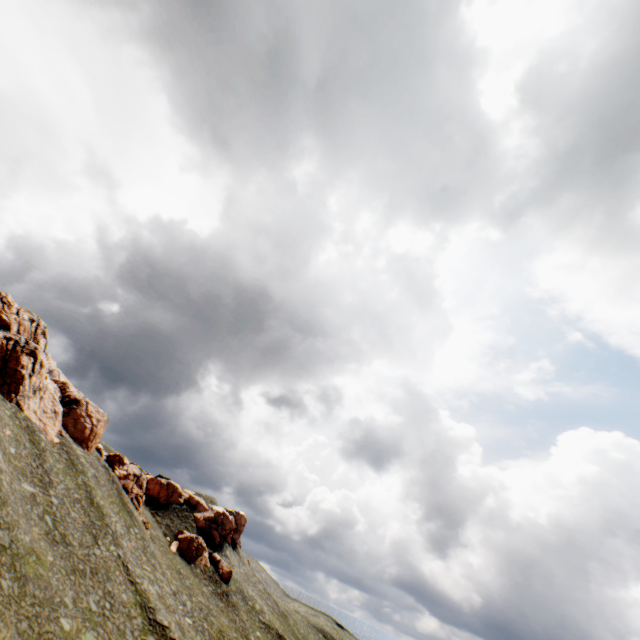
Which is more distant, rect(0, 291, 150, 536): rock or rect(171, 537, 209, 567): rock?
rect(171, 537, 209, 567): rock

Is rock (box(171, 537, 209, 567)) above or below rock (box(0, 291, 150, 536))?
below

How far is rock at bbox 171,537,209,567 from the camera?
57.7m

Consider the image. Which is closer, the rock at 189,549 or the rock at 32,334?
the rock at 32,334

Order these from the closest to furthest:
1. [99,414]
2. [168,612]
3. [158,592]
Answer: [168,612] → [158,592] → [99,414]

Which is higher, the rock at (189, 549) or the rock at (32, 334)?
the rock at (32, 334)
